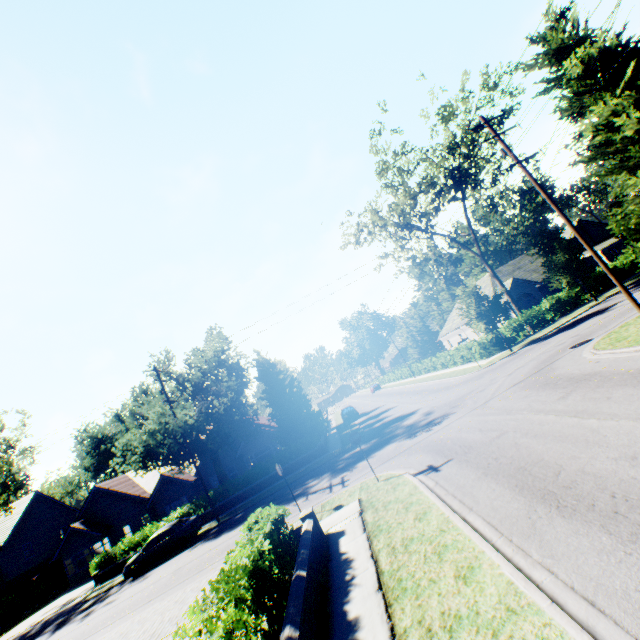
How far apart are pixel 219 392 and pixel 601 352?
30.7 meters

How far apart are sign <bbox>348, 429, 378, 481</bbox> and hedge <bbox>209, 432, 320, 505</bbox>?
14.9 meters

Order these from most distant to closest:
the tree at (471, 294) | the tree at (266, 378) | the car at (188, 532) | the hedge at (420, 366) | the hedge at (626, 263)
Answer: the hedge at (420, 366) → the hedge at (626, 263) → the tree at (266, 378) → the tree at (471, 294) → the car at (188, 532)

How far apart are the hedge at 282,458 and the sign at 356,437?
14.9m

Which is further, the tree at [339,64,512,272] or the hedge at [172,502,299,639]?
the tree at [339,64,512,272]

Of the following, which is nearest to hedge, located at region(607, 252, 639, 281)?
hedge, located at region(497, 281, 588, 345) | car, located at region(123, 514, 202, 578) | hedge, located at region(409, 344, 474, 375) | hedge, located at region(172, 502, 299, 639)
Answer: hedge, located at region(497, 281, 588, 345)

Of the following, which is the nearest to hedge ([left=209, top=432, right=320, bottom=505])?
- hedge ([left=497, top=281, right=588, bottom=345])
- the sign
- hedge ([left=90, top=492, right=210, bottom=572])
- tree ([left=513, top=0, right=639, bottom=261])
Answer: tree ([left=513, top=0, right=639, bottom=261])

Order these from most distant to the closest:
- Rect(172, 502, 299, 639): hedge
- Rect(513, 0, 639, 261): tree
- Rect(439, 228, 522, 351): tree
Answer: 1. Rect(439, 228, 522, 351): tree
2. Rect(513, 0, 639, 261): tree
3. Rect(172, 502, 299, 639): hedge
